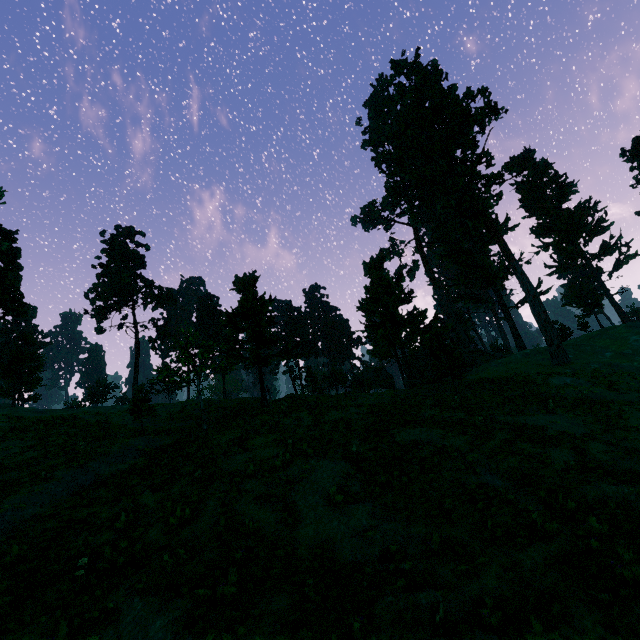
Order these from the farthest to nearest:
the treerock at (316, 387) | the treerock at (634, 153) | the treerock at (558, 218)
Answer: the treerock at (558, 218)
the treerock at (316, 387)
the treerock at (634, 153)

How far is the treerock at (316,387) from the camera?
39.59m

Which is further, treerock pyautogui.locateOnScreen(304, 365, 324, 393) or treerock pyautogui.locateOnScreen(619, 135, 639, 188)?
treerock pyautogui.locateOnScreen(304, 365, 324, 393)

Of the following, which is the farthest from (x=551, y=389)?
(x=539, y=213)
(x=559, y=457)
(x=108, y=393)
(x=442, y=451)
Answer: (x=108, y=393)

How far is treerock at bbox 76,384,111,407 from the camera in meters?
57.0 m

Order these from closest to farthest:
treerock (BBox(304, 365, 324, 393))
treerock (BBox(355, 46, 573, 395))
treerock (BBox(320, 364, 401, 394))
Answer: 1. treerock (BBox(355, 46, 573, 395))
2. treerock (BBox(304, 365, 324, 393))
3. treerock (BBox(320, 364, 401, 394))
